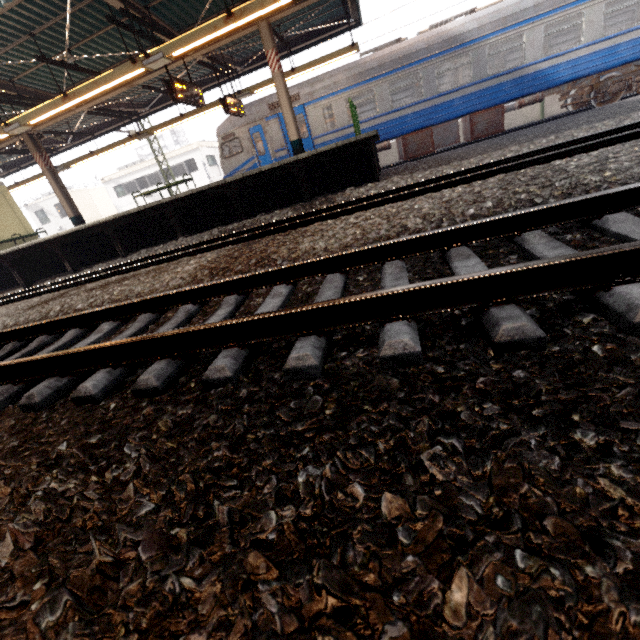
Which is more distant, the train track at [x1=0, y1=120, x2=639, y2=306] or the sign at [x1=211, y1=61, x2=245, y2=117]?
the sign at [x1=211, y1=61, x2=245, y2=117]

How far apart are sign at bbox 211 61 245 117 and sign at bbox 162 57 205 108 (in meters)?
1.64

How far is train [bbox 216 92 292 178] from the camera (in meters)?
13.33

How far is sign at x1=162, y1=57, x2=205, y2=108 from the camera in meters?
8.3 m

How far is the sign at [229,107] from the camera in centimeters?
1102cm

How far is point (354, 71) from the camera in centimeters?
1220cm

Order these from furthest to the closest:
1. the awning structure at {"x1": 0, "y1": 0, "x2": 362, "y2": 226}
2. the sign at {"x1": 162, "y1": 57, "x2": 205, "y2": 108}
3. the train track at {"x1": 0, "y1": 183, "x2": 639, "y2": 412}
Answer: the sign at {"x1": 162, "y1": 57, "x2": 205, "y2": 108}
the awning structure at {"x1": 0, "y1": 0, "x2": 362, "y2": 226}
the train track at {"x1": 0, "y1": 183, "x2": 639, "y2": 412}

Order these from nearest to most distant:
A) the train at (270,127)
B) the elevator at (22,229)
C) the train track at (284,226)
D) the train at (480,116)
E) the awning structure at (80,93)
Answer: the train track at (284,226) → the awning structure at (80,93) → the train at (480,116) → the train at (270,127) → the elevator at (22,229)
